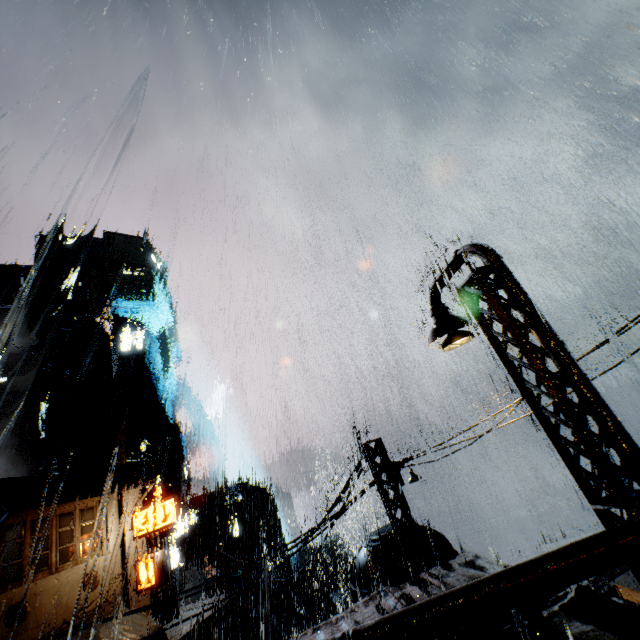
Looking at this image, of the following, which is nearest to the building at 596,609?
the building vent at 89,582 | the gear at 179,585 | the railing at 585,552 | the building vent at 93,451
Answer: the building vent at 89,582

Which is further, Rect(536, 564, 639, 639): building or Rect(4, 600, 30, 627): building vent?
Rect(4, 600, 30, 627): building vent

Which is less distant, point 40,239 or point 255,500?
point 255,500

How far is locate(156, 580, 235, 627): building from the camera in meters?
24.4

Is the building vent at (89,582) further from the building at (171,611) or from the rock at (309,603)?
the rock at (309,603)

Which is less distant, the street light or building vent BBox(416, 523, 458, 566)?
the street light

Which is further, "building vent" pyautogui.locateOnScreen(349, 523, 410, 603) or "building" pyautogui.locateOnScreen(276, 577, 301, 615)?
"building" pyautogui.locateOnScreen(276, 577, 301, 615)

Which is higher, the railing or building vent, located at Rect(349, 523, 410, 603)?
the railing
